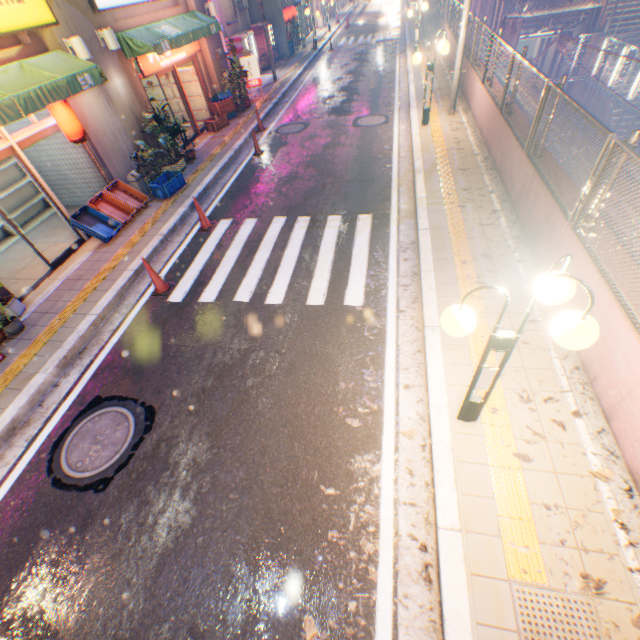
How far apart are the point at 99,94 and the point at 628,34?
30.3 meters

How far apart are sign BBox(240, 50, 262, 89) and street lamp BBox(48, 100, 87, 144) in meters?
10.6

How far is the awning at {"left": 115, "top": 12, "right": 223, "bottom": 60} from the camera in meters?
9.1 m

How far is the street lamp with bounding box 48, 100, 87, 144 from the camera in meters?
7.3

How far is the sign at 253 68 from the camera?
15.14m

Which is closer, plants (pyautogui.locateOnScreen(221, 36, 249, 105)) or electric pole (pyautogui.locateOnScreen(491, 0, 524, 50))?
plants (pyautogui.locateOnScreen(221, 36, 249, 105))

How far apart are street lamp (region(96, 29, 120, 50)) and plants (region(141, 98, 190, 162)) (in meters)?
1.18

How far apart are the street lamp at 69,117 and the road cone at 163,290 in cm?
414
